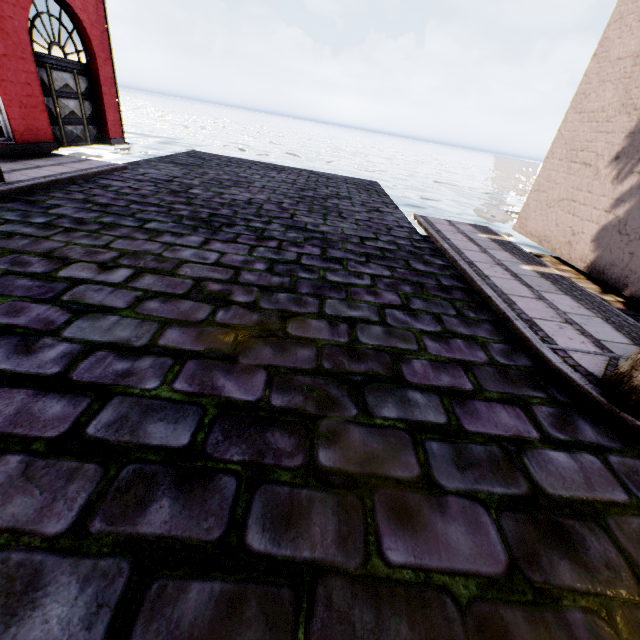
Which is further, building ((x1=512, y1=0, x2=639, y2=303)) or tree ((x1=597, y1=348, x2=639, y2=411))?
building ((x1=512, y1=0, x2=639, y2=303))

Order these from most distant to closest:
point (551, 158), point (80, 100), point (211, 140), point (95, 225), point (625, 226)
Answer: point (211, 140), point (80, 100), point (551, 158), point (625, 226), point (95, 225)

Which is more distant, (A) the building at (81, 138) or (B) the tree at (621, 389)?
(A) the building at (81, 138)

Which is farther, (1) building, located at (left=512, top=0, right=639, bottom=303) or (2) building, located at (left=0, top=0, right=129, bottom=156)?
(2) building, located at (left=0, top=0, right=129, bottom=156)

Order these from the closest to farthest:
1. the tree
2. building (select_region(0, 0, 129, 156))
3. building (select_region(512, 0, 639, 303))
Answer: the tree, building (select_region(512, 0, 639, 303)), building (select_region(0, 0, 129, 156))
